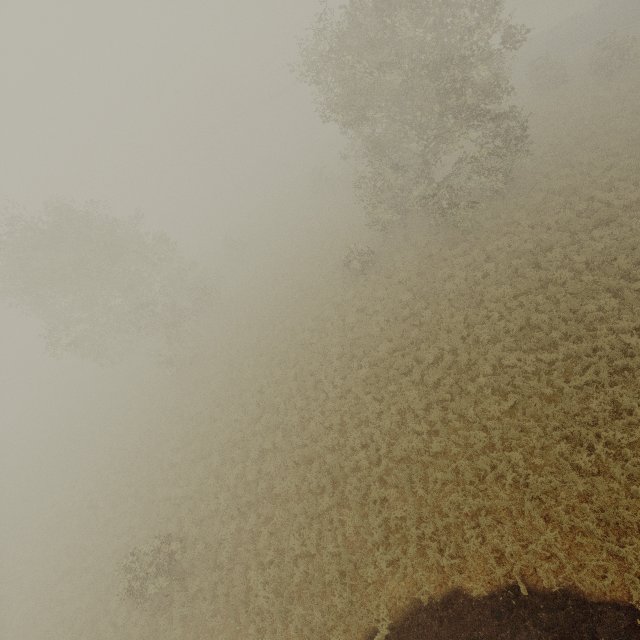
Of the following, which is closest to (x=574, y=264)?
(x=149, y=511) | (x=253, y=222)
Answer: (x=149, y=511)
